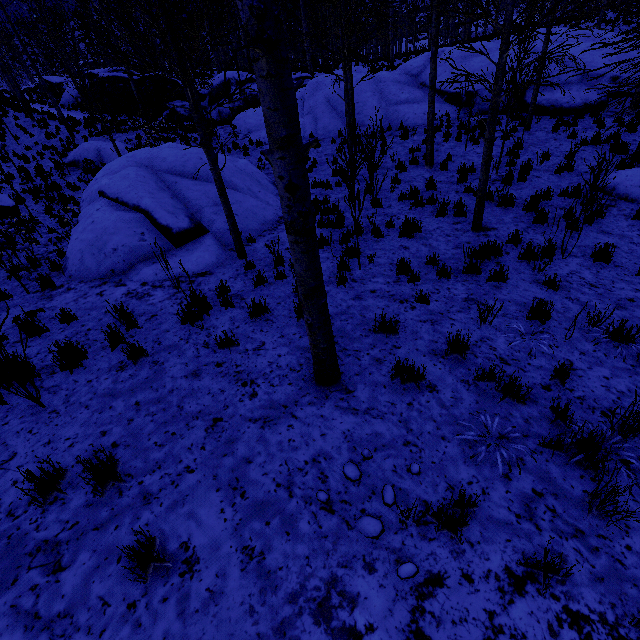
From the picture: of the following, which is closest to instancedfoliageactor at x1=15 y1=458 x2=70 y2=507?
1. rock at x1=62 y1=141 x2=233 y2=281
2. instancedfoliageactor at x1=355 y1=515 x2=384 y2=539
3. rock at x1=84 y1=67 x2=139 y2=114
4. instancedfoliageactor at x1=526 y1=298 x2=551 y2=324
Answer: instancedfoliageactor at x1=355 y1=515 x2=384 y2=539

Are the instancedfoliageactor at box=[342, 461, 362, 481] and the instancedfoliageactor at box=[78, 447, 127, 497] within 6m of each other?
yes

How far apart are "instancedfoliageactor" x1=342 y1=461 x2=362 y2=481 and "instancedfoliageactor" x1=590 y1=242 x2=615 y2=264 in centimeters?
642cm

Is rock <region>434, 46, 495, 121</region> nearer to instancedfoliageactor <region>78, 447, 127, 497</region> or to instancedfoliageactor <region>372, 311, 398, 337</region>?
instancedfoliageactor <region>372, 311, 398, 337</region>

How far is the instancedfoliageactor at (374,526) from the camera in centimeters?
265cm

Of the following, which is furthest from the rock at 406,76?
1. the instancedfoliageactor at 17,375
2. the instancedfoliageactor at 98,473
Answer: the instancedfoliageactor at 17,375

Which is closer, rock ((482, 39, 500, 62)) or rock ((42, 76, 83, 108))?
rock ((482, 39, 500, 62))

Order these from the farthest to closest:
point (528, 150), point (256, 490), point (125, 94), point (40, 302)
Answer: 1. point (125, 94)
2. point (528, 150)
3. point (40, 302)
4. point (256, 490)
